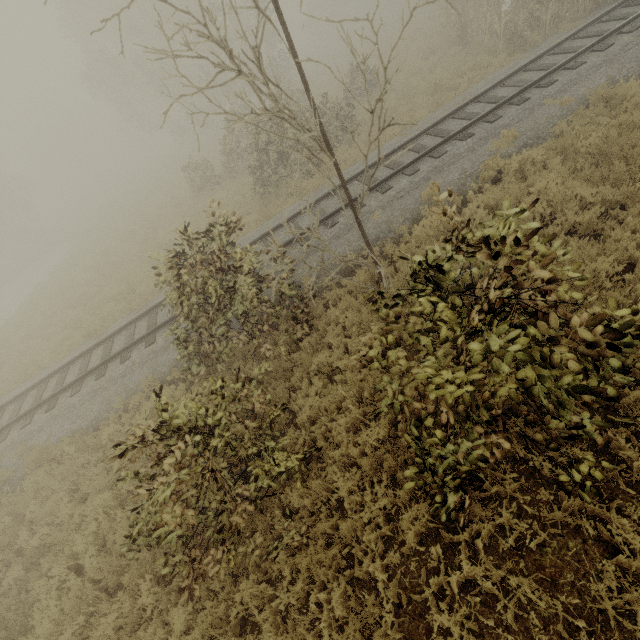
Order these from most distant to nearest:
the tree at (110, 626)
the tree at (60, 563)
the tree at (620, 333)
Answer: the tree at (60, 563)
the tree at (110, 626)
the tree at (620, 333)

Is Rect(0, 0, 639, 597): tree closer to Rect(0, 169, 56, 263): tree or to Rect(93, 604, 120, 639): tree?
Rect(93, 604, 120, 639): tree

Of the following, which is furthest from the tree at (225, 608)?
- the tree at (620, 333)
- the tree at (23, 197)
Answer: the tree at (23, 197)

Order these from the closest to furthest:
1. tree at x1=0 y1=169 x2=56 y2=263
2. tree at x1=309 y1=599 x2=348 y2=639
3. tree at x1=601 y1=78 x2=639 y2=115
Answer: tree at x1=309 y1=599 x2=348 y2=639
tree at x1=601 y1=78 x2=639 y2=115
tree at x1=0 y1=169 x2=56 y2=263

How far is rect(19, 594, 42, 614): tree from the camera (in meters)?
6.04

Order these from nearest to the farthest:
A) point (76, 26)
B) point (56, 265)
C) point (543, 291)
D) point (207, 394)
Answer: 1. point (543, 291)
2. point (207, 394)
3. point (56, 265)
4. point (76, 26)

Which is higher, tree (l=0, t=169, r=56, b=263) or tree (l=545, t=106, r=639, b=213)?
tree (l=0, t=169, r=56, b=263)
